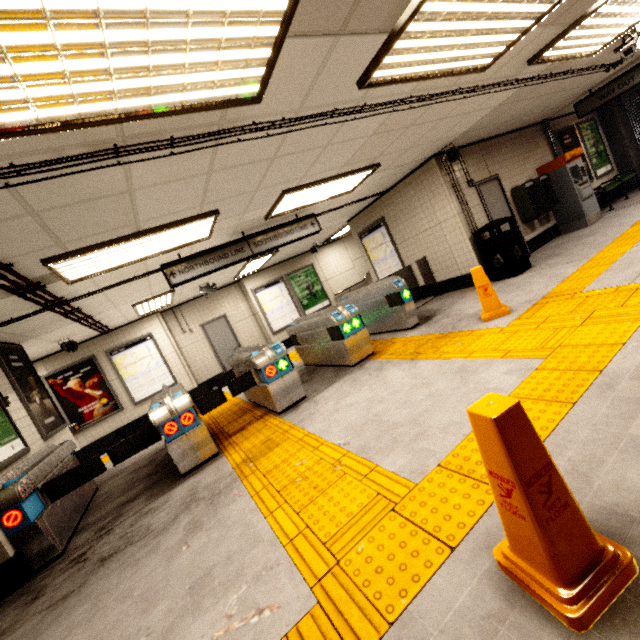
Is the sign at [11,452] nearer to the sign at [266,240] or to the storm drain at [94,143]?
the storm drain at [94,143]

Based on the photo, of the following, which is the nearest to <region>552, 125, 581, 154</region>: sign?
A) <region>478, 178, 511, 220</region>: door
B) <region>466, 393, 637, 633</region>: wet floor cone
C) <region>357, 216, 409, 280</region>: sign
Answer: <region>478, 178, 511, 220</region>: door

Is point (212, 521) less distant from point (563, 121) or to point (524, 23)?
point (524, 23)

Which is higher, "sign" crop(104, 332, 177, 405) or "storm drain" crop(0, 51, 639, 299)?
"storm drain" crop(0, 51, 639, 299)

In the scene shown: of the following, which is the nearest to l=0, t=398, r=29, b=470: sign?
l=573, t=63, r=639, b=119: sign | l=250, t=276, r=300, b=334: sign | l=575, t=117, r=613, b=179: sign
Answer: l=250, t=276, r=300, b=334: sign

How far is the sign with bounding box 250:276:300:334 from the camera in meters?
11.3 m

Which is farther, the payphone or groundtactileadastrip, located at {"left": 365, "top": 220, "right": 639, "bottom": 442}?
the payphone

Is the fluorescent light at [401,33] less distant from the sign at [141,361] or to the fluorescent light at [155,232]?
the fluorescent light at [155,232]
